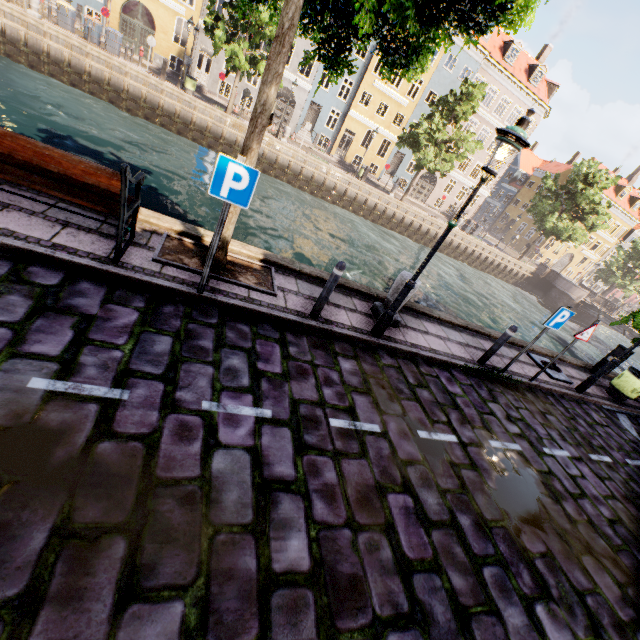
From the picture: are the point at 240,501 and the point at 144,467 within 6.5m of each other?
yes

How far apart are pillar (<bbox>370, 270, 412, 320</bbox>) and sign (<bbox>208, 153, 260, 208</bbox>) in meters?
3.4

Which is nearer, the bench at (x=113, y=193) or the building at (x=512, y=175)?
the bench at (x=113, y=193)

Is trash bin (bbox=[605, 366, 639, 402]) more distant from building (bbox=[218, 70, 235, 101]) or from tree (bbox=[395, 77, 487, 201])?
building (bbox=[218, 70, 235, 101])

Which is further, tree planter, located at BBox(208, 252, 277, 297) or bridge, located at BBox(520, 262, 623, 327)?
bridge, located at BBox(520, 262, 623, 327)

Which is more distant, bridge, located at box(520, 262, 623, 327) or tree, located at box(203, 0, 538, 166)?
bridge, located at box(520, 262, 623, 327)

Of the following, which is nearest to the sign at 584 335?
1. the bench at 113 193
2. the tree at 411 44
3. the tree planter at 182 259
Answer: the tree at 411 44

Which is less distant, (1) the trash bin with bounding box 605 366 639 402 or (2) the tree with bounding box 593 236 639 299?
(1) the trash bin with bounding box 605 366 639 402
